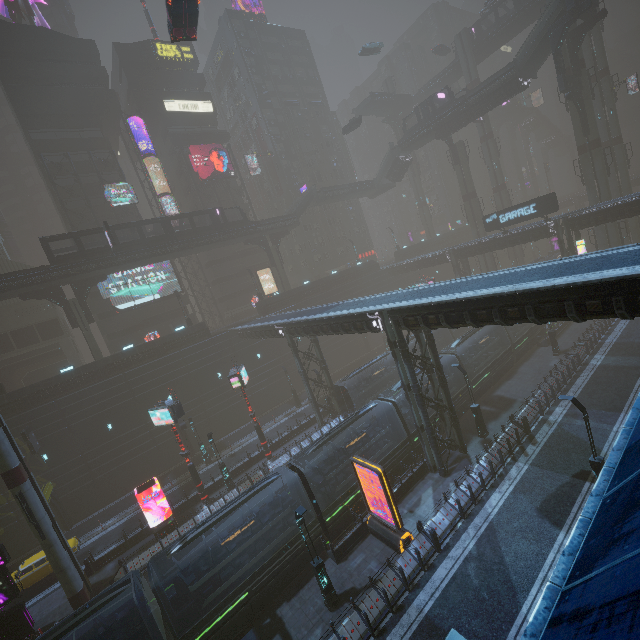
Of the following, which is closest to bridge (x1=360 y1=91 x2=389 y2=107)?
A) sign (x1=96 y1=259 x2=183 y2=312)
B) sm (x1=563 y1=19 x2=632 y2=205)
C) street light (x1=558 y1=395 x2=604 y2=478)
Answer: sm (x1=563 y1=19 x2=632 y2=205)

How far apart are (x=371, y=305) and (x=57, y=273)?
32.33m

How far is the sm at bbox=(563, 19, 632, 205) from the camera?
37.88m

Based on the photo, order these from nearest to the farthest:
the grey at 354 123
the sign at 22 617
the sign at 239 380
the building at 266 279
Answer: the sign at 22 617
the sign at 239 380
the grey at 354 123
the building at 266 279

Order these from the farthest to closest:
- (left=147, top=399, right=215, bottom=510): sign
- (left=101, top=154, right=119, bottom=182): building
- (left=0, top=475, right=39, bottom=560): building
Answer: (left=101, top=154, right=119, bottom=182): building
(left=0, top=475, right=39, bottom=560): building
(left=147, top=399, right=215, bottom=510): sign

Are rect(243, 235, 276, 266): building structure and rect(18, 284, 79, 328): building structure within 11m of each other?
no

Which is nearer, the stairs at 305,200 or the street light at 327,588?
the street light at 327,588

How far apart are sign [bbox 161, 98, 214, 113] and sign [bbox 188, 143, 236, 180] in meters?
A: 5.6
